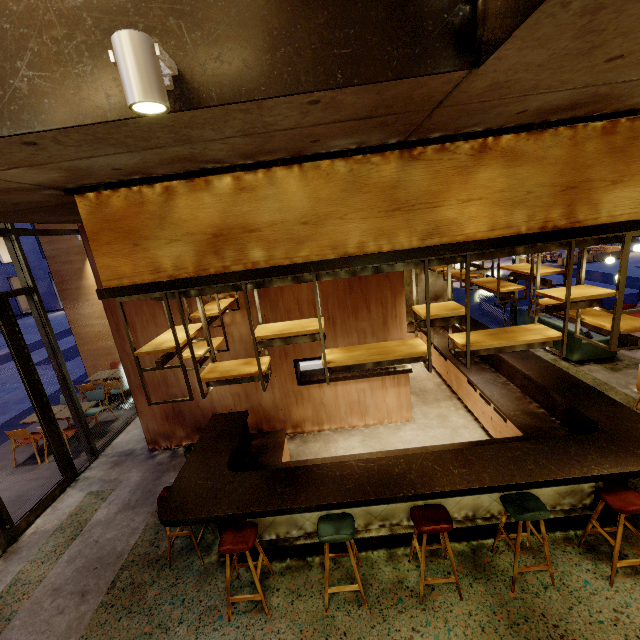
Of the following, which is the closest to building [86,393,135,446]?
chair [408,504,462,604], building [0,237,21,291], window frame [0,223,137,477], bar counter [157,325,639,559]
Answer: window frame [0,223,137,477]

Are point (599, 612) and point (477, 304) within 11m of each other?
no

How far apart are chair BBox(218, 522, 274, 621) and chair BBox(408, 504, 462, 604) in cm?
164

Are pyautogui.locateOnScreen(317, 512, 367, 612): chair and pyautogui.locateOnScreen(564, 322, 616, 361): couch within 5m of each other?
no

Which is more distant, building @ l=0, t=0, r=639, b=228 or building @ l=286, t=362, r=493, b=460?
building @ l=286, t=362, r=493, b=460

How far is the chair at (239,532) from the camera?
3.3 meters

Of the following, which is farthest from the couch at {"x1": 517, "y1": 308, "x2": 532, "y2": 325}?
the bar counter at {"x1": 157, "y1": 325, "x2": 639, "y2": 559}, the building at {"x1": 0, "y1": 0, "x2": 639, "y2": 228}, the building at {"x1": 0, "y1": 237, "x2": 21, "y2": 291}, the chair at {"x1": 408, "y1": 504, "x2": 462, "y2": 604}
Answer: the building at {"x1": 0, "y1": 237, "x2": 21, "y2": 291}

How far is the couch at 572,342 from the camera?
7.7m
